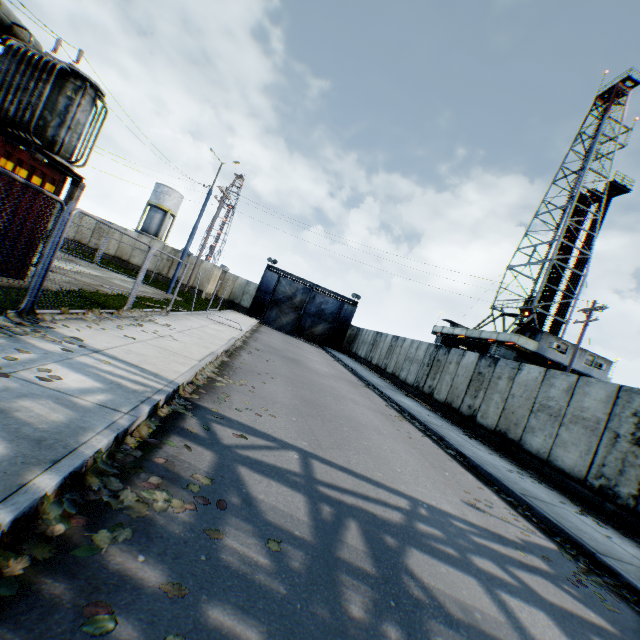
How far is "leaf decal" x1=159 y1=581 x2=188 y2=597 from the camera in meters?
2.1

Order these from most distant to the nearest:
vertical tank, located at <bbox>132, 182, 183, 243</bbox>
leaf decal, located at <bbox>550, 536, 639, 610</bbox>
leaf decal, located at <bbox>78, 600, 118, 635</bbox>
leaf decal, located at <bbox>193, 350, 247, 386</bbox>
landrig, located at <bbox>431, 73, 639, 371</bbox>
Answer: vertical tank, located at <bbox>132, 182, 183, 243</bbox> → landrig, located at <bbox>431, 73, 639, 371</bbox> → leaf decal, located at <bbox>193, 350, 247, 386</bbox> → leaf decal, located at <bbox>550, 536, 639, 610</bbox> → leaf decal, located at <bbox>78, 600, 118, 635</bbox>

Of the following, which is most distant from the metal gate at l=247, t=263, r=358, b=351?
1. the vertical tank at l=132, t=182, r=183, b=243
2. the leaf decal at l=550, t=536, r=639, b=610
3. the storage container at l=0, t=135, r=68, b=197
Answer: the leaf decal at l=550, t=536, r=639, b=610

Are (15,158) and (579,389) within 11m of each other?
no

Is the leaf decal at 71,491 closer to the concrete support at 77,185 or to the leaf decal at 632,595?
the leaf decal at 632,595

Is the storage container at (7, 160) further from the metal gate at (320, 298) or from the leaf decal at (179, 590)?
the metal gate at (320, 298)

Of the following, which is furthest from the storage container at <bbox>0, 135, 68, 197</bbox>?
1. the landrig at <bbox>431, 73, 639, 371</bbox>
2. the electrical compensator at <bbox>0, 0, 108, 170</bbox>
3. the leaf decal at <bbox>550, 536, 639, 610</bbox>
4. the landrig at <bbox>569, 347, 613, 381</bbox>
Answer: the landrig at <bbox>431, 73, 639, 371</bbox>

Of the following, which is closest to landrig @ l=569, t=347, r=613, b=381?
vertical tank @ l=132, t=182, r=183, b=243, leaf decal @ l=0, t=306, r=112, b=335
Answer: leaf decal @ l=0, t=306, r=112, b=335
